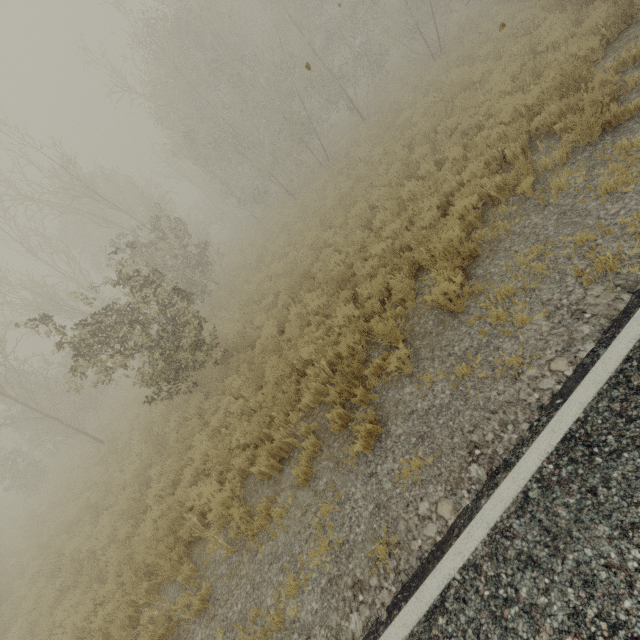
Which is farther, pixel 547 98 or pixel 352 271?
pixel 352 271
